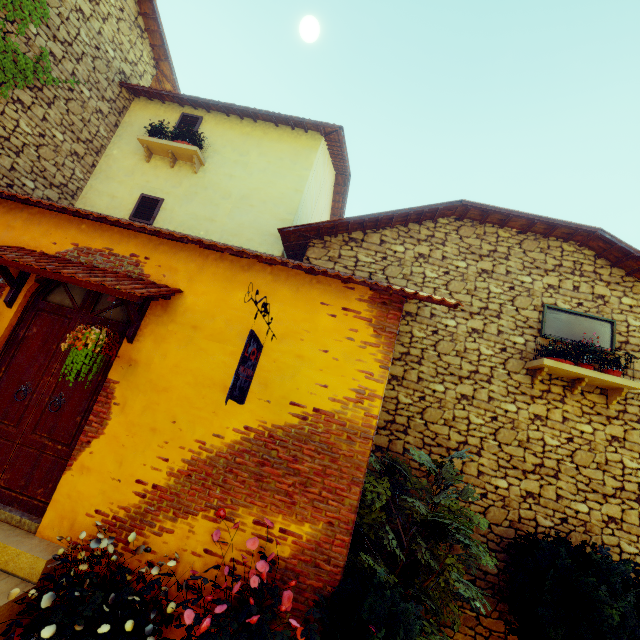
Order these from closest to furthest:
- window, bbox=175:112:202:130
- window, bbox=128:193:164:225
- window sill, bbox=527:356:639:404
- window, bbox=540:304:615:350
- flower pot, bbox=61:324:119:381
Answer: flower pot, bbox=61:324:119:381 → window sill, bbox=527:356:639:404 → window, bbox=540:304:615:350 → window, bbox=128:193:164:225 → window, bbox=175:112:202:130

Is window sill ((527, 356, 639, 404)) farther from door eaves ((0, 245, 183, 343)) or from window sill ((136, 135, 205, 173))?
window sill ((136, 135, 205, 173))

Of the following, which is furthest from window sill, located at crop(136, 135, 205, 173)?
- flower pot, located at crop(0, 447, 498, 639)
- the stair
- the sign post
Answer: flower pot, located at crop(0, 447, 498, 639)

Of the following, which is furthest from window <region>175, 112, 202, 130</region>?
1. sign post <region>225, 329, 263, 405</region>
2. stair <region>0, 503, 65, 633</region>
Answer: stair <region>0, 503, 65, 633</region>

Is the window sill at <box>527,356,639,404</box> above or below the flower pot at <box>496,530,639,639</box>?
above

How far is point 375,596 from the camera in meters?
2.9 m

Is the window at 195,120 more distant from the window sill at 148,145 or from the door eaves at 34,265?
the door eaves at 34,265

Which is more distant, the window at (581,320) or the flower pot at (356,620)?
the window at (581,320)
